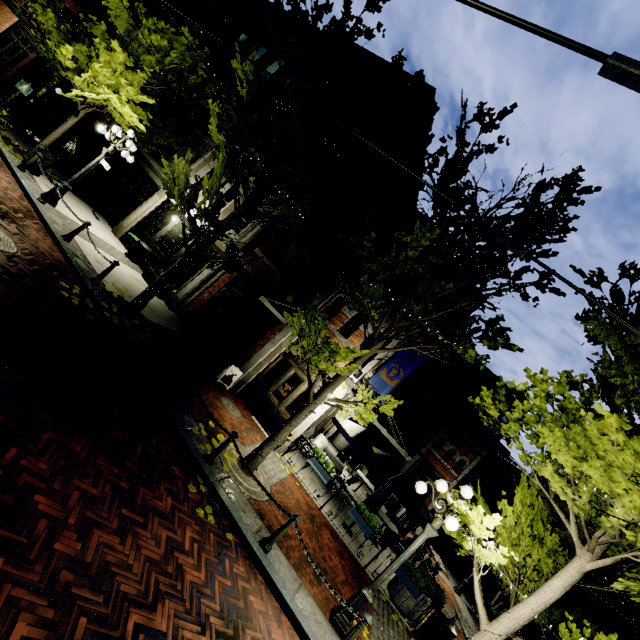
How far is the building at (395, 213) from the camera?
12.48m

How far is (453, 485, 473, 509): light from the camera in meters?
6.1

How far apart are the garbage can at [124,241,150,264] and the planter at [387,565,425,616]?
14.5 meters

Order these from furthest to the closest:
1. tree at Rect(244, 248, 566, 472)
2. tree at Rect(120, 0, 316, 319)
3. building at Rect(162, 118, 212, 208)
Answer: building at Rect(162, 118, 212, 208), tree at Rect(120, 0, 316, 319), tree at Rect(244, 248, 566, 472)

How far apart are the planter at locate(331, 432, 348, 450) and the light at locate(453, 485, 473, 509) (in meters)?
13.92

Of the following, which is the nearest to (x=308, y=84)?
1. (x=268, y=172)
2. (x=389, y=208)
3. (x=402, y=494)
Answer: (x=268, y=172)

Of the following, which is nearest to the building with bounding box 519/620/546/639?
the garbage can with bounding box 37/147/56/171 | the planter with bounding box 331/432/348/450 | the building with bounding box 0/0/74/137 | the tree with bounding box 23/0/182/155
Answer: the tree with bounding box 23/0/182/155
